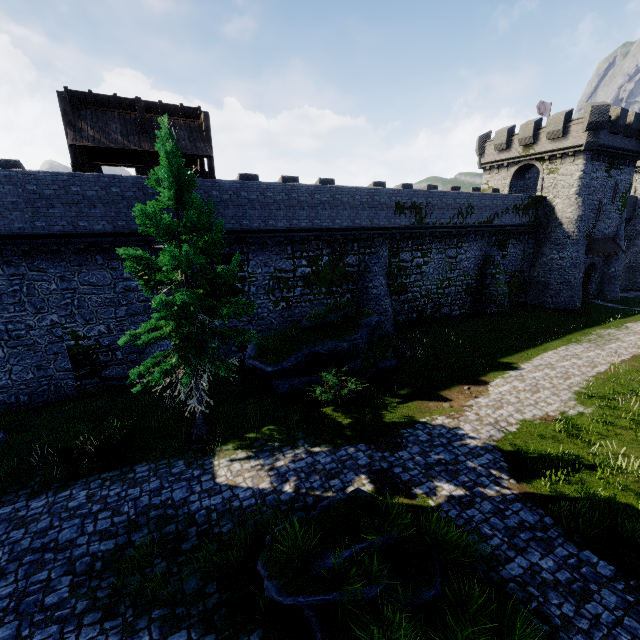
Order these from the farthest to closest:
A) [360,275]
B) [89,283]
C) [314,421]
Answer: [360,275], [89,283], [314,421]

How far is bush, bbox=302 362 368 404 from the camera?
13.6 meters

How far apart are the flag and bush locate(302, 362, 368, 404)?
39.71m

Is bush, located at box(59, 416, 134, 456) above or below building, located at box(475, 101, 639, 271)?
below

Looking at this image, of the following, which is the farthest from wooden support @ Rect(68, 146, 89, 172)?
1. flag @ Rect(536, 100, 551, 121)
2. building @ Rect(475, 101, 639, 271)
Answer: flag @ Rect(536, 100, 551, 121)

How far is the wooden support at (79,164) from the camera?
14.5 meters

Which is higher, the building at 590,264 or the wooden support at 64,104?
the wooden support at 64,104

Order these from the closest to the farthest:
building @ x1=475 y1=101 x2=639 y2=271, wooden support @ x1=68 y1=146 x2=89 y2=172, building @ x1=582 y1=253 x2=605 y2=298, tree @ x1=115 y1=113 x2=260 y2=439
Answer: tree @ x1=115 y1=113 x2=260 y2=439 < wooden support @ x1=68 y1=146 x2=89 y2=172 < building @ x1=475 y1=101 x2=639 y2=271 < building @ x1=582 y1=253 x2=605 y2=298
